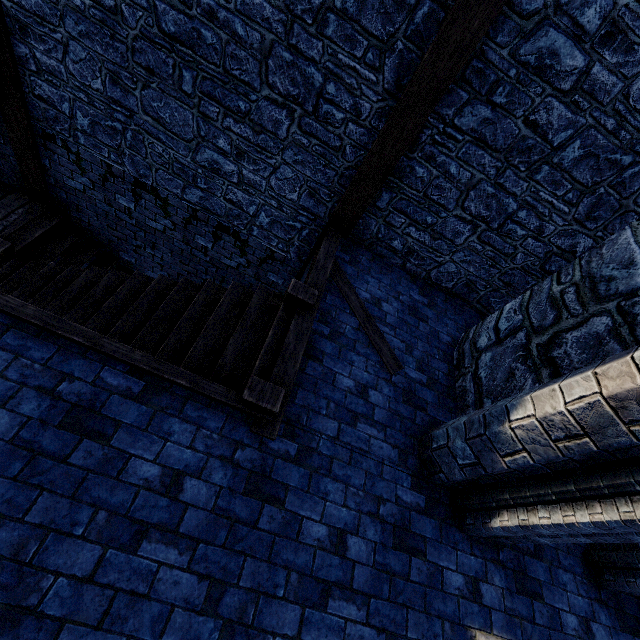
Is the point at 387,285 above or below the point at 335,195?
below

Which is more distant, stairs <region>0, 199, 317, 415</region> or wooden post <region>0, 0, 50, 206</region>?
wooden post <region>0, 0, 50, 206</region>

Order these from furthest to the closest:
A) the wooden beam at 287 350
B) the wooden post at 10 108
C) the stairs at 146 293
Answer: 1. the wooden post at 10 108
2. the stairs at 146 293
3. the wooden beam at 287 350

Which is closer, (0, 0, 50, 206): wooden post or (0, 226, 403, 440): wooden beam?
(0, 226, 403, 440): wooden beam

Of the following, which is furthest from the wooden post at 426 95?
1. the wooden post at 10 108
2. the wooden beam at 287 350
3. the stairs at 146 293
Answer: the wooden post at 10 108

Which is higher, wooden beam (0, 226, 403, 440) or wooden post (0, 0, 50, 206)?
wooden beam (0, 226, 403, 440)

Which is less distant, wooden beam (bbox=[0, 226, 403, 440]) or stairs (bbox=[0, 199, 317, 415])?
wooden beam (bbox=[0, 226, 403, 440])

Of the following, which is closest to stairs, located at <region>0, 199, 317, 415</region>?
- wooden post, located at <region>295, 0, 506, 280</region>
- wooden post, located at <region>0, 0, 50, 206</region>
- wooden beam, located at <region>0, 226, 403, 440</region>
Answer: wooden beam, located at <region>0, 226, 403, 440</region>
